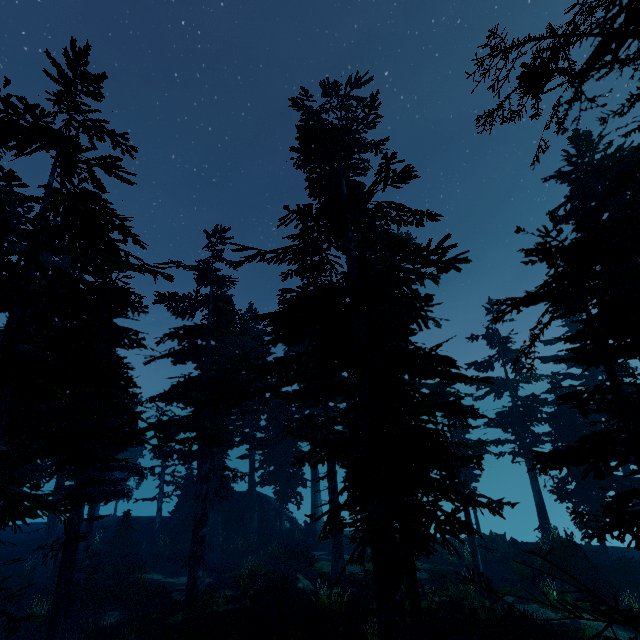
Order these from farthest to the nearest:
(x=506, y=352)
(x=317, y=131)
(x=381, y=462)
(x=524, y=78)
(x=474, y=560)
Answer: (x=506, y=352) < (x=474, y=560) < (x=317, y=131) < (x=381, y=462) < (x=524, y=78)

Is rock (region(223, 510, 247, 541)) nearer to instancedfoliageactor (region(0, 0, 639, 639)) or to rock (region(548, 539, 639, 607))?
instancedfoliageactor (region(0, 0, 639, 639))

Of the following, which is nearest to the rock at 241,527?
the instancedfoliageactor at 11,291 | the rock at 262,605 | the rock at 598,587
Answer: the instancedfoliageactor at 11,291

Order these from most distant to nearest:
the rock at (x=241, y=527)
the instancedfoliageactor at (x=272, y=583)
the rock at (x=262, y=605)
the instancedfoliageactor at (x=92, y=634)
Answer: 1. the rock at (x=241, y=527)
2. the instancedfoliageactor at (x=272, y=583)
3. the instancedfoliageactor at (x=92, y=634)
4. the rock at (x=262, y=605)

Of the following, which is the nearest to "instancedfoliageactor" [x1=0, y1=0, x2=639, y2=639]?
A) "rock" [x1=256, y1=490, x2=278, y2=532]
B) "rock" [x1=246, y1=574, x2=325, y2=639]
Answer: "rock" [x1=256, y1=490, x2=278, y2=532]

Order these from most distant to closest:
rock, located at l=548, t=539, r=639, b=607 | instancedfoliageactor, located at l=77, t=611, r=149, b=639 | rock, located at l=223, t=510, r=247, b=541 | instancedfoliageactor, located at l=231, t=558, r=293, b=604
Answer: rock, located at l=223, t=510, r=247, b=541 < rock, located at l=548, t=539, r=639, b=607 < instancedfoliageactor, located at l=231, t=558, r=293, b=604 < instancedfoliageactor, located at l=77, t=611, r=149, b=639
